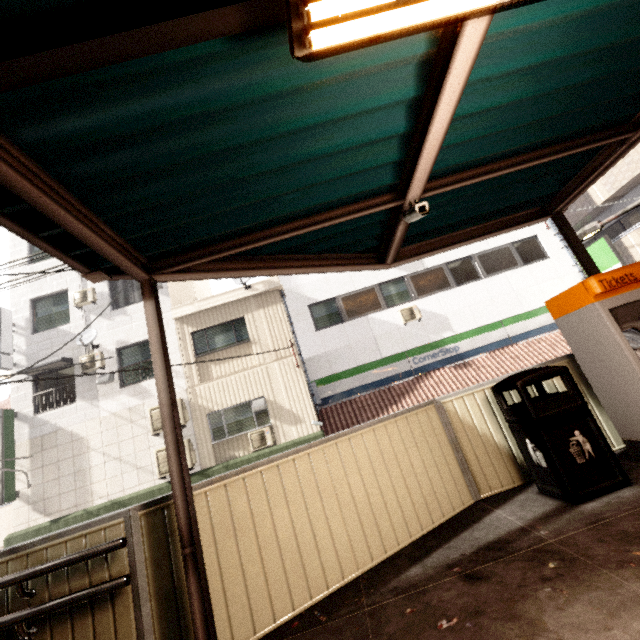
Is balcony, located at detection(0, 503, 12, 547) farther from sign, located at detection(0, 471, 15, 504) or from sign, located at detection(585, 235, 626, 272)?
sign, located at detection(585, 235, 626, 272)

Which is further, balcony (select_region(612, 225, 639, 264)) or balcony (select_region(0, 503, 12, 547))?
balcony (select_region(612, 225, 639, 264))

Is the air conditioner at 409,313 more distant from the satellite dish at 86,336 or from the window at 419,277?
the satellite dish at 86,336

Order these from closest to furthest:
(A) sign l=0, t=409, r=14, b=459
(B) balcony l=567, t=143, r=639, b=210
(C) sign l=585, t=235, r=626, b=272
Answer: (A) sign l=0, t=409, r=14, b=459, (C) sign l=585, t=235, r=626, b=272, (B) balcony l=567, t=143, r=639, b=210

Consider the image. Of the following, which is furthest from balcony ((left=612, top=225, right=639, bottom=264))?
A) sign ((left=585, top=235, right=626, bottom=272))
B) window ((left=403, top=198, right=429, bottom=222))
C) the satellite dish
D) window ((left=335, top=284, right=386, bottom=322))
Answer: the satellite dish

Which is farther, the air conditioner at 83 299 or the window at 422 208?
the air conditioner at 83 299

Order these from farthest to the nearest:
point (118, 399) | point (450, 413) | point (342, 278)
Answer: point (342, 278) → point (118, 399) → point (450, 413)

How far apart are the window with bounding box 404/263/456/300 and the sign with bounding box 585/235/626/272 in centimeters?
482cm
